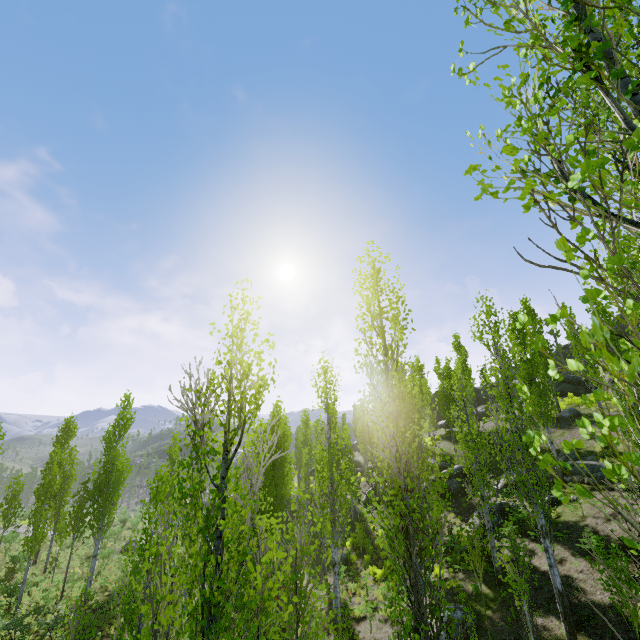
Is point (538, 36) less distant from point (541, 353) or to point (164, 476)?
point (164, 476)

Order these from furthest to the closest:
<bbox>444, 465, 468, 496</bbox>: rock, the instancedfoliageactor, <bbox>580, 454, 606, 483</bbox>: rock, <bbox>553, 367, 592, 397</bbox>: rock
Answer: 1. <bbox>553, 367, 592, 397</bbox>: rock
2. <bbox>444, 465, 468, 496</bbox>: rock
3. <bbox>580, 454, 606, 483</bbox>: rock
4. the instancedfoliageactor

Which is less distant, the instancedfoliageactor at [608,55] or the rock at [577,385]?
the instancedfoliageactor at [608,55]

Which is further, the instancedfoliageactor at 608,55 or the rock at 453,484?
the rock at 453,484

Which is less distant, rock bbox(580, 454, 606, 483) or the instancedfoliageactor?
the instancedfoliageactor

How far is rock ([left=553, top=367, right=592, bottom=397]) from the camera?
30.86m

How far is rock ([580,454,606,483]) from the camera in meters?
15.4

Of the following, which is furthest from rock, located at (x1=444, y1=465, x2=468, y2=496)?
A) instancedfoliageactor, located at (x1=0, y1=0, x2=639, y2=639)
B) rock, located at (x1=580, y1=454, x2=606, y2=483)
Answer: instancedfoliageactor, located at (x1=0, y1=0, x2=639, y2=639)
